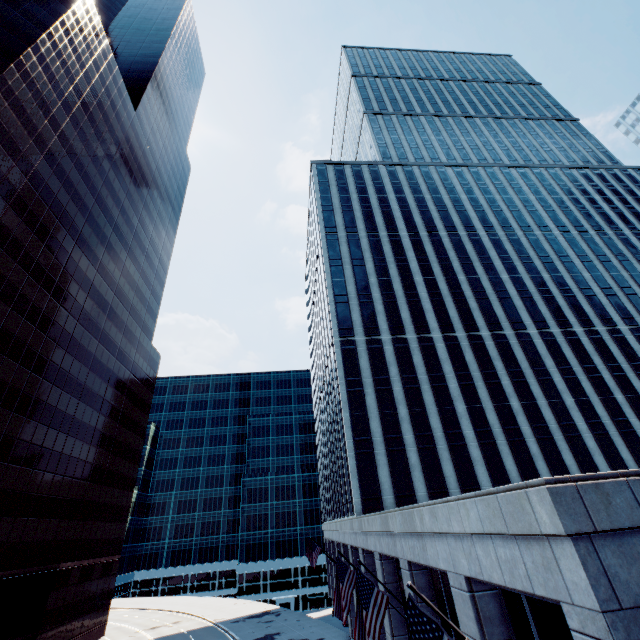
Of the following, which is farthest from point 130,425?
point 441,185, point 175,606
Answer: point 441,185

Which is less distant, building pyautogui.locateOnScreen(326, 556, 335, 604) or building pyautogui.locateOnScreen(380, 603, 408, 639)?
building pyautogui.locateOnScreen(380, 603, 408, 639)

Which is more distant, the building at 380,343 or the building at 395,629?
the building at 395,629

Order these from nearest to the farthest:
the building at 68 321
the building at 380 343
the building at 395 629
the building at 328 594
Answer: the building at 380 343 → the building at 395 629 → the building at 68 321 → the building at 328 594

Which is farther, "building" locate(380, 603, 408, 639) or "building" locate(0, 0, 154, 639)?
"building" locate(0, 0, 154, 639)

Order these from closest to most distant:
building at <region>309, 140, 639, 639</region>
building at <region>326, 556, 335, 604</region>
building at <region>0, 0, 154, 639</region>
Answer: building at <region>309, 140, 639, 639</region>
building at <region>0, 0, 154, 639</region>
building at <region>326, 556, 335, 604</region>

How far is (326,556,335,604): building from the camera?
43.21m
